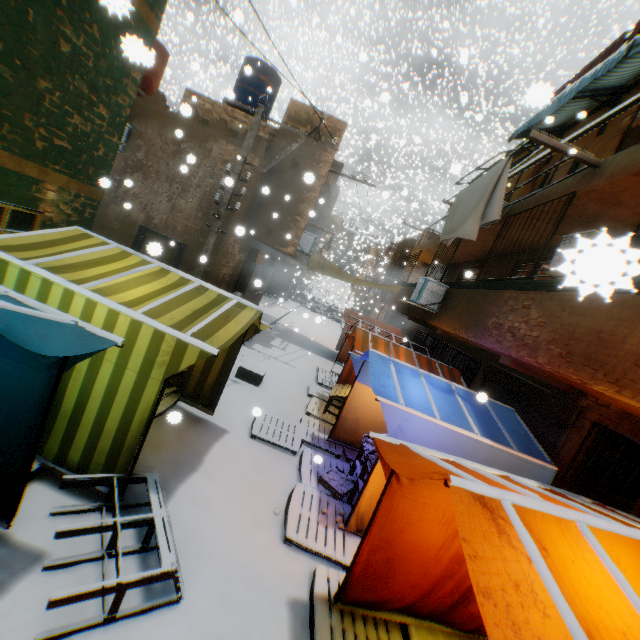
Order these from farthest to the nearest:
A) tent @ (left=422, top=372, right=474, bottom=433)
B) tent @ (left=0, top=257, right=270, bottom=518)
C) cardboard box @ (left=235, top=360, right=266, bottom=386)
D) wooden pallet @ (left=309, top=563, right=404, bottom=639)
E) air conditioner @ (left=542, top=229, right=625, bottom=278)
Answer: cardboard box @ (left=235, top=360, right=266, bottom=386)
tent @ (left=422, top=372, right=474, bottom=433)
wooden pallet @ (left=309, top=563, right=404, bottom=639)
tent @ (left=0, top=257, right=270, bottom=518)
air conditioner @ (left=542, top=229, right=625, bottom=278)

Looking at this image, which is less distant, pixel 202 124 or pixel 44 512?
pixel 44 512

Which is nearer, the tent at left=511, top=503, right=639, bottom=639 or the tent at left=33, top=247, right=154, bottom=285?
the tent at left=511, top=503, right=639, bottom=639

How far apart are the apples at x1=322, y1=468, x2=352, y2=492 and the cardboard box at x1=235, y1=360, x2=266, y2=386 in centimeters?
360cm

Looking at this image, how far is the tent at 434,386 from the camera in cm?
499

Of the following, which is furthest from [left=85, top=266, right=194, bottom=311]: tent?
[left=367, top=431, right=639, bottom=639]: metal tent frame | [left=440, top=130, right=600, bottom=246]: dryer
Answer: [left=440, top=130, right=600, bottom=246]: dryer

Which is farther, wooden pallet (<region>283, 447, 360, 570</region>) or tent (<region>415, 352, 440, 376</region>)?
tent (<region>415, 352, 440, 376</region>)

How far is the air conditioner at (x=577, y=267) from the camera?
0.74m
